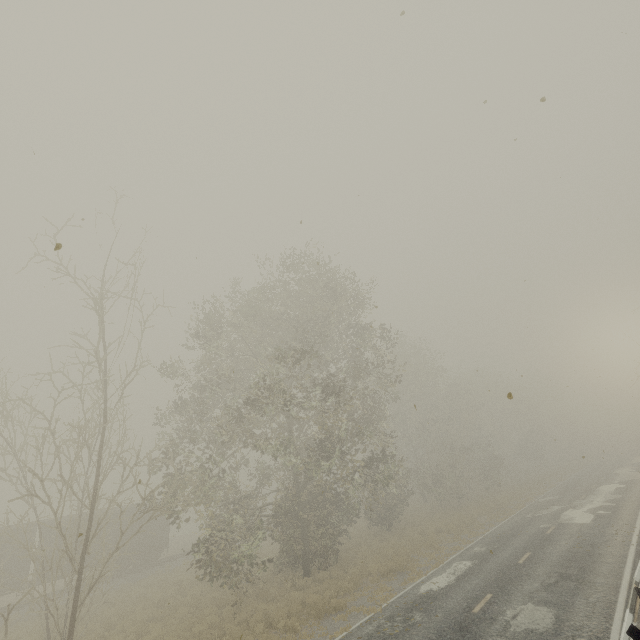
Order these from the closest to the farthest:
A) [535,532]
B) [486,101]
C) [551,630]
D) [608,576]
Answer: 1. [486,101]
2. [551,630]
3. [608,576]
4. [535,532]

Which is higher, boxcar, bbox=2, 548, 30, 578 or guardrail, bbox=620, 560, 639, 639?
boxcar, bbox=2, 548, 30, 578

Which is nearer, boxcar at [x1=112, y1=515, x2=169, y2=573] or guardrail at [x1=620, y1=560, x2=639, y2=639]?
guardrail at [x1=620, y1=560, x2=639, y2=639]

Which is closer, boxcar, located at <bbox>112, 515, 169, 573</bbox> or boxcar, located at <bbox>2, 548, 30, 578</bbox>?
boxcar, located at <bbox>2, 548, 30, 578</bbox>

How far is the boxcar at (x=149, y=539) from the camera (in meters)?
25.58

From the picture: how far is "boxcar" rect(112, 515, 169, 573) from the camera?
25.6m

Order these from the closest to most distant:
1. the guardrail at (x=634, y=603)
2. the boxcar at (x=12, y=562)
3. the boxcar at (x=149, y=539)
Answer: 1. the guardrail at (x=634, y=603)
2. the boxcar at (x=12, y=562)
3. the boxcar at (x=149, y=539)
